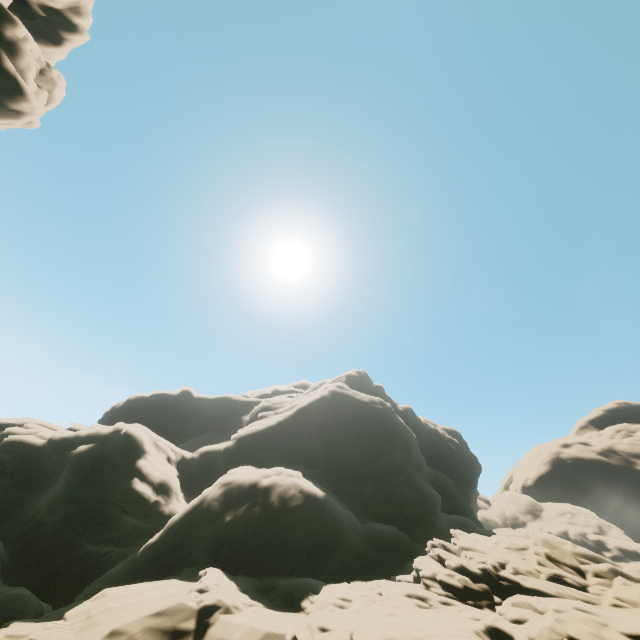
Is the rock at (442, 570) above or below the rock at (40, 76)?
below

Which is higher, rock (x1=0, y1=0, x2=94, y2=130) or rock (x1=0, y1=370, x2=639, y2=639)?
rock (x1=0, y1=0, x2=94, y2=130)

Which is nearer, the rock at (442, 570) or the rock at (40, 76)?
the rock at (442, 570)

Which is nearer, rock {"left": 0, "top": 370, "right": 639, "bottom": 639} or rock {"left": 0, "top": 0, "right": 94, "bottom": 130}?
rock {"left": 0, "top": 370, "right": 639, "bottom": 639}

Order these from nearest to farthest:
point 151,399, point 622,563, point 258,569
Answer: point 258,569
point 151,399
point 622,563
